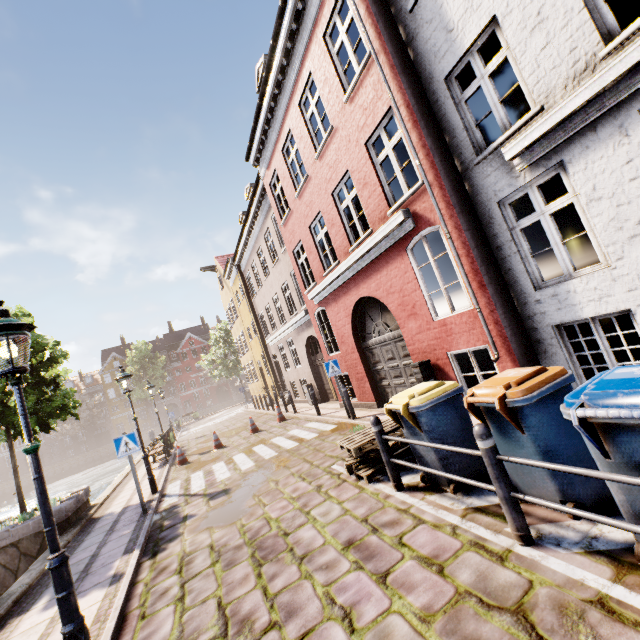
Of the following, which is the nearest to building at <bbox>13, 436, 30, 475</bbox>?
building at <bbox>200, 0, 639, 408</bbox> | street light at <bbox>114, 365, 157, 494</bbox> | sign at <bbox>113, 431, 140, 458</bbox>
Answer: building at <bbox>200, 0, 639, 408</bbox>

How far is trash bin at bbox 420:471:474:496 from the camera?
4.1m

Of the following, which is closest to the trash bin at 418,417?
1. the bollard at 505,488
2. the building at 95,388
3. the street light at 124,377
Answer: the bollard at 505,488

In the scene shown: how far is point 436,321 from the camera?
7.0 meters

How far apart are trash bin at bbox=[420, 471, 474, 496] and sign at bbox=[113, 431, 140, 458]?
6.51m

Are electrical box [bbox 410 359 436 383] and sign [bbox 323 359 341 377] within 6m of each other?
yes

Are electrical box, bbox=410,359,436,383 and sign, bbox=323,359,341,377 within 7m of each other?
yes

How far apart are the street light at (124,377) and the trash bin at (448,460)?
8.18m
